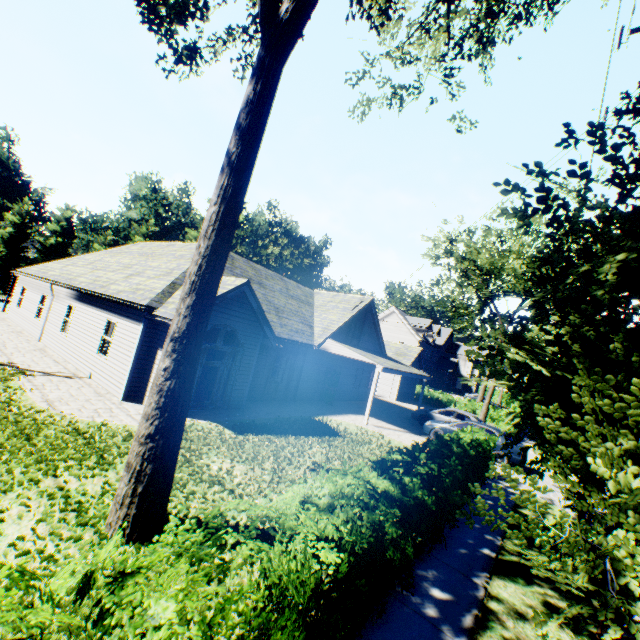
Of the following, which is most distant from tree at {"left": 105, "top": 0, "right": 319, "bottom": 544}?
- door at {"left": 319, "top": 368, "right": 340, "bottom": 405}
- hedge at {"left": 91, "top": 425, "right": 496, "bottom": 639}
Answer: door at {"left": 319, "top": 368, "right": 340, "bottom": 405}

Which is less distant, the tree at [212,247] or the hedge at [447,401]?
the tree at [212,247]

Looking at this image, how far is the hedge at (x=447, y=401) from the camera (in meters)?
33.94

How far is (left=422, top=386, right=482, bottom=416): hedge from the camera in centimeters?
3394cm

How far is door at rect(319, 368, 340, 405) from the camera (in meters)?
20.28

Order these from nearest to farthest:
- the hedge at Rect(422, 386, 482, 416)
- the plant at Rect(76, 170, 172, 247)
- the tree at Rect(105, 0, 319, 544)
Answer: the tree at Rect(105, 0, 319, 544), the hedge at Rect(422, 386, 482, 416), the plant at Rect(76, 170, 172, 247)

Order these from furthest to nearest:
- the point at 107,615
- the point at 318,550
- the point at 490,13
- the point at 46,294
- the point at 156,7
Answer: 1. the point at 46,294
2. the point at 490,13
3. the point at 156,7
4. the point at 318,550
5. the point at 107,615

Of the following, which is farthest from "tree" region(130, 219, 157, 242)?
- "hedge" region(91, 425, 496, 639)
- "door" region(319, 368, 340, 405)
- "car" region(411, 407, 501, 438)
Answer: "door" region(319, 368, 340, 405)
